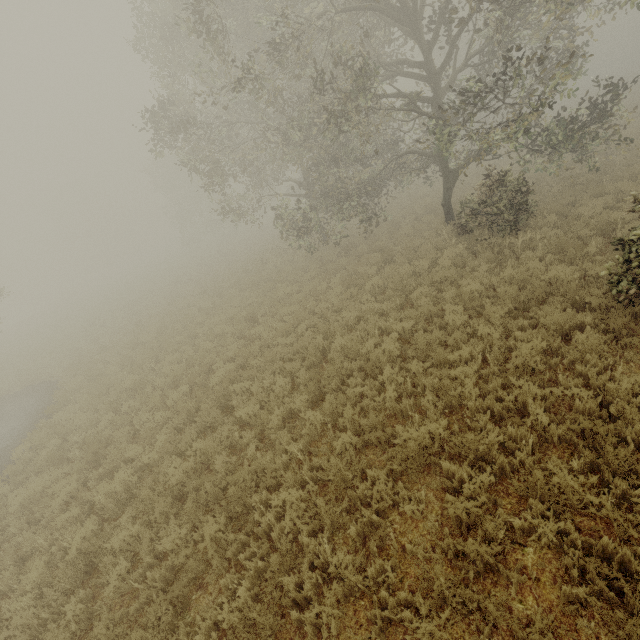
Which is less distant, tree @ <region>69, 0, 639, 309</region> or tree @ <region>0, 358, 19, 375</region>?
tree @ <region>69, 0, 639, 309</region>

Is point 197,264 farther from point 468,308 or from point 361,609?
point 361,609

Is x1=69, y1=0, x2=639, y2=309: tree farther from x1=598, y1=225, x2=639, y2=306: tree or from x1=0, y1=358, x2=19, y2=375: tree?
x1=0, y1=358, x2=19, y2=375: tree

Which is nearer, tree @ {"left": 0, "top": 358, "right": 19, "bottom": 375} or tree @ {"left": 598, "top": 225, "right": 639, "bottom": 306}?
tree @ {"left": 598, "top": 225, "right": 639, "bottom": 306}

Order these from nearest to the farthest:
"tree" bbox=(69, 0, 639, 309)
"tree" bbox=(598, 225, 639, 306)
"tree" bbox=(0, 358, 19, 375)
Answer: "tree" bbox=(598, 225, 639, 306), "tree" bbox=(69, 0, 639, 309), "tree" bbox=(0, 358, 19, 375)

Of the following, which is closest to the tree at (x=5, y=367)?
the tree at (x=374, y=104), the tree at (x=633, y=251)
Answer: the tree at (x=374, y=104)

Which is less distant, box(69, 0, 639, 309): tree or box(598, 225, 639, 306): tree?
box(598, 225, 639, 306): tree
